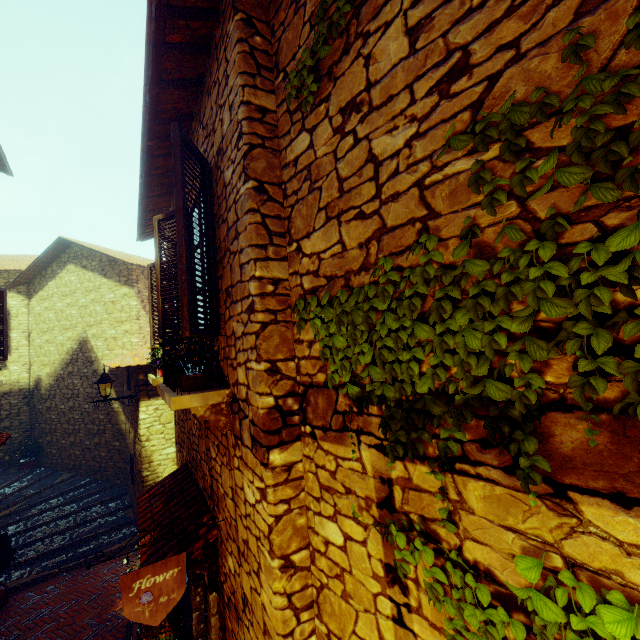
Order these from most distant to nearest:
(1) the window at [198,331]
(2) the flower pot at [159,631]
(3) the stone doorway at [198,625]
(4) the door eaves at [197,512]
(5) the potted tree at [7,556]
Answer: (5) the potted tree at [7,556]
(3) the stone doorway at [198,625]
(4) the door eaves at [197,512]
(2) the flower pot at [159,631]
(1) the window at [198,331]

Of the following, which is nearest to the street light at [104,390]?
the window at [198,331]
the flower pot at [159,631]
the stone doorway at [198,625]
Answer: the stone doorway at [198,625]

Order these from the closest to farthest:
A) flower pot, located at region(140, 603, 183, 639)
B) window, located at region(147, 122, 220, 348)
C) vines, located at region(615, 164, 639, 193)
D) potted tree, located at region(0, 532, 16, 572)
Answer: vines, located at region(615, 164, 639, 193)
window, located at region(147, 122, 220, 348)
flower pot, located at region(140, 603, 183, 639)
potted tree, located at region(0, 532, 16, 572)

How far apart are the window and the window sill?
0.1 meters

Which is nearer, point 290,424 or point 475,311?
point 475,311

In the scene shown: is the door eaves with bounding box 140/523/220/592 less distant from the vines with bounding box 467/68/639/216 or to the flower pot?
the flower pot

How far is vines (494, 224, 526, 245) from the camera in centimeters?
116cm
